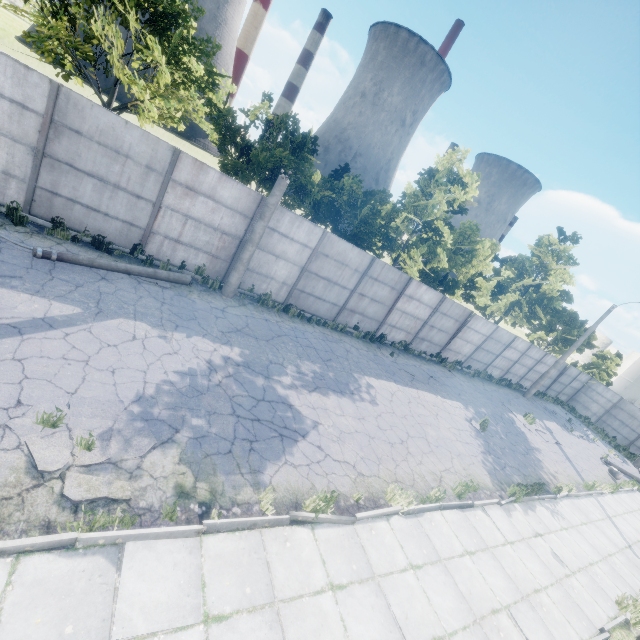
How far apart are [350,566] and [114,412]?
4.8m

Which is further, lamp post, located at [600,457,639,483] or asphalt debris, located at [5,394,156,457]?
lamp post, located at [600,457,639,483]

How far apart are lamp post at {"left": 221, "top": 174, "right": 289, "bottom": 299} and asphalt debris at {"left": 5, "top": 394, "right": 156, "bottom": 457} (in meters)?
6.48

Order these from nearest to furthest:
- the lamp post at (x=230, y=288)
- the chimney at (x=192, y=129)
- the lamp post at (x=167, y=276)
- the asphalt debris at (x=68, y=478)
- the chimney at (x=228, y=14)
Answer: the asphalt debris at (x=68, y=478) → the lamp post at (x=167, y=276) → the lamp post at (x=230, y=288) → the chimney at (x=228, y=14) → the chimney at (x=192, y=129)

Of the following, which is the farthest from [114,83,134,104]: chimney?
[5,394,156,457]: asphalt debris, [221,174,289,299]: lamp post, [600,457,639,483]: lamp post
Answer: [600,457,639,483]: lamp post

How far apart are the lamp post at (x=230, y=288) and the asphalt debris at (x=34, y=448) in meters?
6.5 m

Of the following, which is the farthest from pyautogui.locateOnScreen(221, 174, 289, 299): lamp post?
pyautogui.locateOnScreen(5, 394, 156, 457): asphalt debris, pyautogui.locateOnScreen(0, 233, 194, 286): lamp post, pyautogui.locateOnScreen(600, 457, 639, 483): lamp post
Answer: pyautogui.locateOnScreen(600, 457, 639, 483): lamp post
